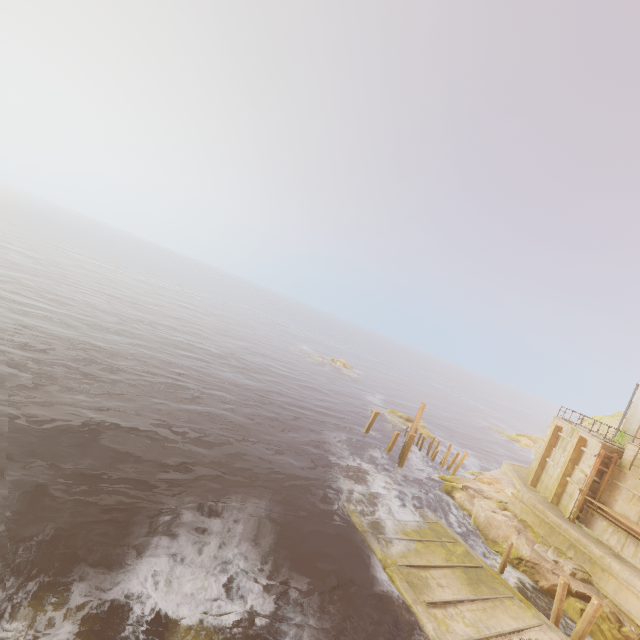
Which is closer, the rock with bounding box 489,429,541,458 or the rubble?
the rubble

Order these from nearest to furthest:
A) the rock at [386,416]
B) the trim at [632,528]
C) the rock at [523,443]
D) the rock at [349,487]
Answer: the trim at [632,528] → the rock at [349,487] → the rock at [386,416] → the rock at [523,443]

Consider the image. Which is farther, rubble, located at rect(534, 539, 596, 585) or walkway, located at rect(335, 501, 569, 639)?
rubble, located at rect(534, 539, 596, 585)

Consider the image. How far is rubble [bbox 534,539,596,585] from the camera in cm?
1614

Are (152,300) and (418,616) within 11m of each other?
no

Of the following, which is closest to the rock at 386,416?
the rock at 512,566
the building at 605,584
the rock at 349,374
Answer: the rock at 512,566

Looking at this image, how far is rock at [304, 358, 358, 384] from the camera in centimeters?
5622cm

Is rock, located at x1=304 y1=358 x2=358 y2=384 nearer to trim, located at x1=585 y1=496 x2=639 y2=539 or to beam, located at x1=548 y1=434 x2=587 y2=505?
beam, located at x1=548 y1=434 x2=587 y2=505
